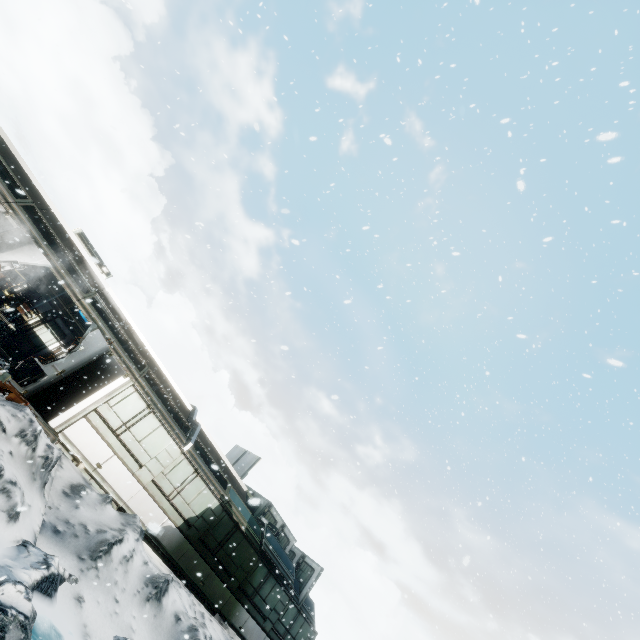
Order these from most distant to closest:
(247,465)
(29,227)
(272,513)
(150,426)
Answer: (247,465)
(272,513)
(150,426)
(29,227)

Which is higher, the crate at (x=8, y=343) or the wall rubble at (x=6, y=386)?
the crate at (x=8, y=343)

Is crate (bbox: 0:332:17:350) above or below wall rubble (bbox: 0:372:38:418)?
above

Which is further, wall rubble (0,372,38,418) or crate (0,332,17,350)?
crate (0,332,17,350)

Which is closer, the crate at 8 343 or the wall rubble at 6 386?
the wall rubble at 6 386
